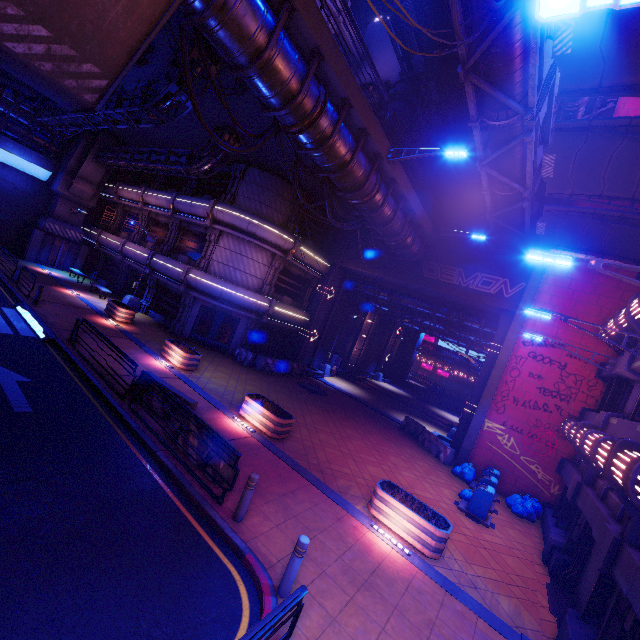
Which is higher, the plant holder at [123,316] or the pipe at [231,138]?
the pipe at [231,138]

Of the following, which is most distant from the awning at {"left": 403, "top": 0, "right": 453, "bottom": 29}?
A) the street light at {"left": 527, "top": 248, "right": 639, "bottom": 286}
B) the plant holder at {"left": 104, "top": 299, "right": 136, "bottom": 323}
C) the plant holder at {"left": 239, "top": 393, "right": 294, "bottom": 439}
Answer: the plant holder at {"left": 104, "top": 299, "right": 136, "bottom": 323}

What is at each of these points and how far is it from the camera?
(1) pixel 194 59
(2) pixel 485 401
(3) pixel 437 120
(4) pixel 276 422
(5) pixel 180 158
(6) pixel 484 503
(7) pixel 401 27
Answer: (1) pipe, 11.83m
(2) column, 16.64m
(3) pipe, 23.50m
(4) plant holder, 11.80m
(5) pipe, 19.70m
(6) trash can, 11.85m
(7) pipe, 17.72m

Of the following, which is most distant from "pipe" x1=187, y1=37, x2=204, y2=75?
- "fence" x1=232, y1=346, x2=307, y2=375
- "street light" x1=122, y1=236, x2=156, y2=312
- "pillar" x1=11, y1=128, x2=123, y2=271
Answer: "fence" x1=232, y1=346, x2=307, y2=375

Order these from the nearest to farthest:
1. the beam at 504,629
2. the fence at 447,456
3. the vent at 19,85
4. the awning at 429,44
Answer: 1. the beam at 504,629
2. the awning at 429,44
3. the fence at 447,456
4. the vent at 19,85

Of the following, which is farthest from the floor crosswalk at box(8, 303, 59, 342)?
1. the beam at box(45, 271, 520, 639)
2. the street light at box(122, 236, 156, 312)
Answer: the street light at box(122, 236, 156, 312)

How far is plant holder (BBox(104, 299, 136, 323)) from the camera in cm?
1942

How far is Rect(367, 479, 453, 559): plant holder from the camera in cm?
843
